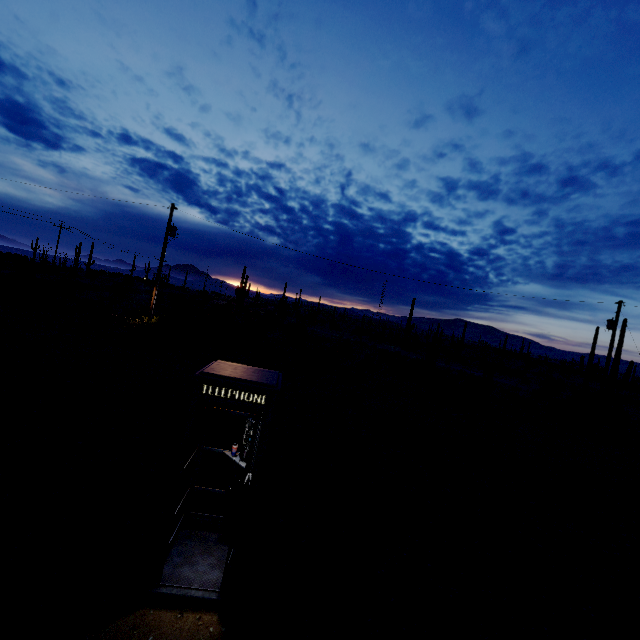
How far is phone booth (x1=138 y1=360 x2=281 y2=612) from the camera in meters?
3.8 m

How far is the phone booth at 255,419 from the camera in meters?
3.8 m

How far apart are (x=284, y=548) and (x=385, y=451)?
5.5 meters
